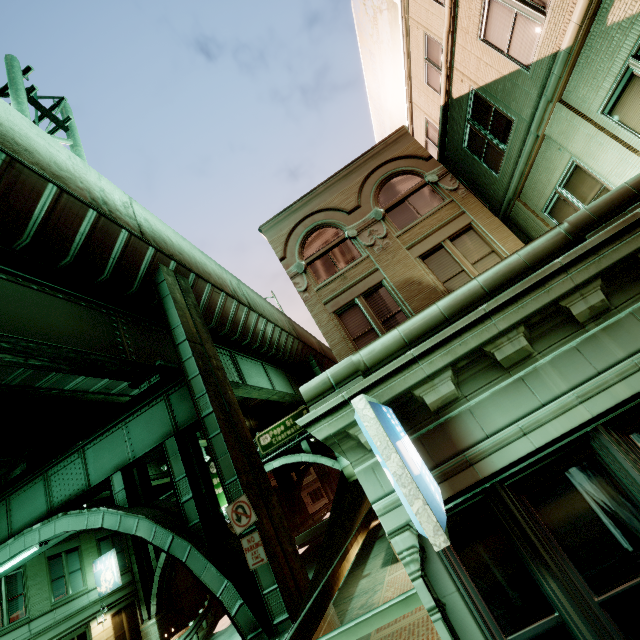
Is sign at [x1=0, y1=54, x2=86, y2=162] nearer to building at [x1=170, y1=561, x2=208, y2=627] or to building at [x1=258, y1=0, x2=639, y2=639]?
building at [x1=258, y1=0, x2=639, y2=639]

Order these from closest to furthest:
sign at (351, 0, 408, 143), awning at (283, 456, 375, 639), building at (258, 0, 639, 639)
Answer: building at (258, 0, 639, 639) → awning at (283, 456, 375, 639) → sign at (351, 0, 408, 143)

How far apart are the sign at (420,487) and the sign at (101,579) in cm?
2889

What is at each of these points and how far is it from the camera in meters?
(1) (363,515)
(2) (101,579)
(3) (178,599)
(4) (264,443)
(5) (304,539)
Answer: (1) awning, 6.3
(2) sign, 22.3
(3) building, 26.9
(4) sign, 24.2
(5) barrier, 30.2

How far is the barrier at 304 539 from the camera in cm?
2989

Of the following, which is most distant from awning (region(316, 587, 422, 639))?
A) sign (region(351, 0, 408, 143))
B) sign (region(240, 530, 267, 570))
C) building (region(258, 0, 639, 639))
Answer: sign (region(351, 0, 408, 143))

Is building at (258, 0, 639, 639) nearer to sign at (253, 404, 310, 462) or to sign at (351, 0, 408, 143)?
sign at (351, 0, 408, 143)

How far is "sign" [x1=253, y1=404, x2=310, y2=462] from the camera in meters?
23.8 m
